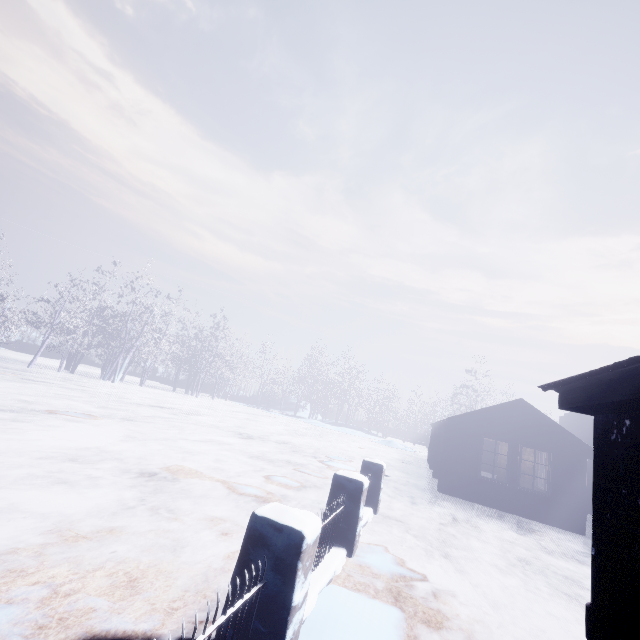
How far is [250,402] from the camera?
39.9 meters

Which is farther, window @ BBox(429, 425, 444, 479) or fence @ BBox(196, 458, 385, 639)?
window @ BBox(429, 425, 444, 479)

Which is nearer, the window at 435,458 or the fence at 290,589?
the fence at 290,589

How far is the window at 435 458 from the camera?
13.5 meters

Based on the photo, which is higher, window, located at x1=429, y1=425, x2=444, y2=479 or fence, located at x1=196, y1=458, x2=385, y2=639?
window, located at x1=429, y1=425, x2=444, y2=479

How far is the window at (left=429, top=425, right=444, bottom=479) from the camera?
13.5m
